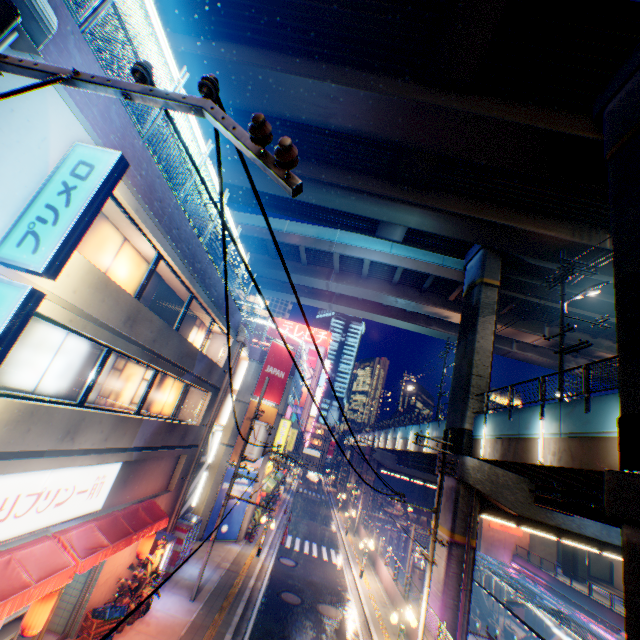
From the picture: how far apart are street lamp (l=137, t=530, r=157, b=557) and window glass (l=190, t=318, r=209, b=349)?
7.0 meters

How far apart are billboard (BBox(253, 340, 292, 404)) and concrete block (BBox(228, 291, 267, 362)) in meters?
3.2 m

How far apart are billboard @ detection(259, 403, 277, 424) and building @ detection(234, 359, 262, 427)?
0.12m

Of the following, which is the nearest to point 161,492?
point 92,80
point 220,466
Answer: point 220,466

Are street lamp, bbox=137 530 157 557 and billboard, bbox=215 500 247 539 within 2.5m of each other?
no

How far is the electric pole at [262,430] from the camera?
15.25m

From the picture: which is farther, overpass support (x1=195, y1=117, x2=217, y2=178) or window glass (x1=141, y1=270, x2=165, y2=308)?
overpass support (x1=195, y1=117, x2=217, y2=178)

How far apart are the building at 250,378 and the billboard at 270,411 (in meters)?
0.12
